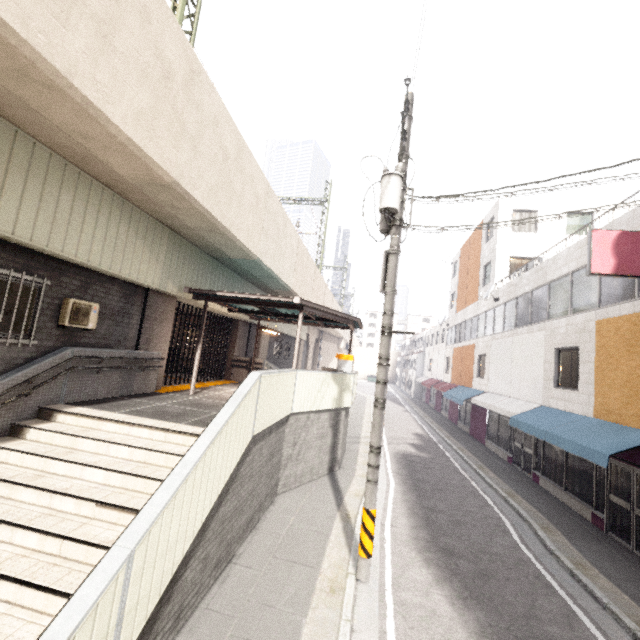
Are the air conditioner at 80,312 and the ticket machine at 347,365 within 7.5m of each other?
no

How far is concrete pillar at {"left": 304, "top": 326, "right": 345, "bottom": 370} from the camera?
32.9 meters

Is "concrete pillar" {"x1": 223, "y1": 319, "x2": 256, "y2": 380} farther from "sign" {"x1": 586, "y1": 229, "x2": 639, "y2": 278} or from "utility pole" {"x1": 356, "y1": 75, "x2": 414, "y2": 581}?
"sign" {"x1": 586, "y1": 229, "x2": 639, "y2": 278}

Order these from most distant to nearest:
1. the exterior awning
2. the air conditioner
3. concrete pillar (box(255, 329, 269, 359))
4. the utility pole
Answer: concrete pillar (box(255, 329, 269, 359)) → the exterior awning → the air conditioner → the utility pole

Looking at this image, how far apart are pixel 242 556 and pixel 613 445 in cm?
884

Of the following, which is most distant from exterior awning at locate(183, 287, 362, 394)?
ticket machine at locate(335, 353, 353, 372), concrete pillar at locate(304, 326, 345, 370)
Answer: concrete pillar at locate(304, 326, 345, 370)

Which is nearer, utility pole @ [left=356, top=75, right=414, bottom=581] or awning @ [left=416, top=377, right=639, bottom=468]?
utility pole @ [left=356, top=75, right=414, bottom=581]

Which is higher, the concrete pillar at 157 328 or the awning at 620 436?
the concrete pillar at 157 328
